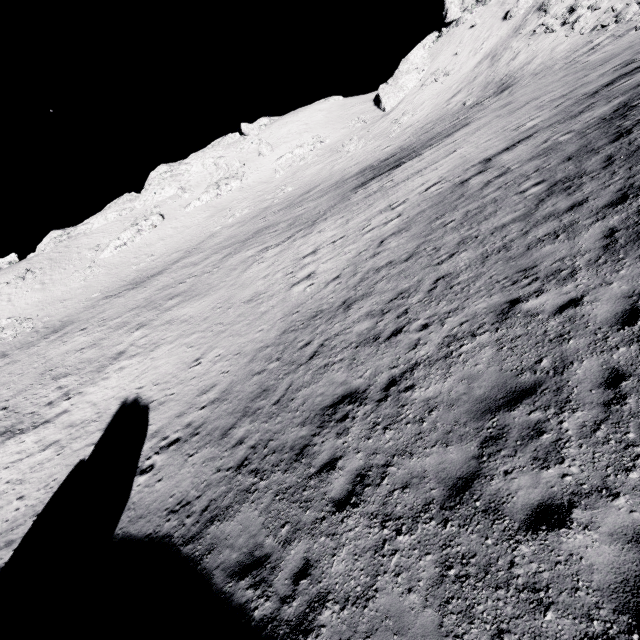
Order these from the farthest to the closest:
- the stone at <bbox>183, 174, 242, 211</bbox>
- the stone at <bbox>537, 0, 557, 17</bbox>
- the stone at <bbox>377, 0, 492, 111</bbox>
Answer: the stone at <bbox>183, 174, 242, 211</bbox> → the stone at <bbox>377, 0, 492, 111</bbox> → the stone at <bbox>537, 0, 557, 17</bbox>

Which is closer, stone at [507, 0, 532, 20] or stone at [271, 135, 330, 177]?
stone at [507, 0, 532, 20]

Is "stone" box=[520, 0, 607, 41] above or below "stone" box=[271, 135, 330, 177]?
below

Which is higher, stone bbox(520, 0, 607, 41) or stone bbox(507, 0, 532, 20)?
stone bbox(507, 0, 532, 20)

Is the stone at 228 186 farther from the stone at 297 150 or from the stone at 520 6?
the stone at 520 6

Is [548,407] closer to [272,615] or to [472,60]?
[272,615]

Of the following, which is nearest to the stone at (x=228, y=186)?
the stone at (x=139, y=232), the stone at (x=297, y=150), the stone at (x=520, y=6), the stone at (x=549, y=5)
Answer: the stone at (x=139, y=232)

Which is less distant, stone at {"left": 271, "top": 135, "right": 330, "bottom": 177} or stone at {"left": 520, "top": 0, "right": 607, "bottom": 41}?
stone at {"left": 520, "top": 0, "right": 607, "bottom": 41}
